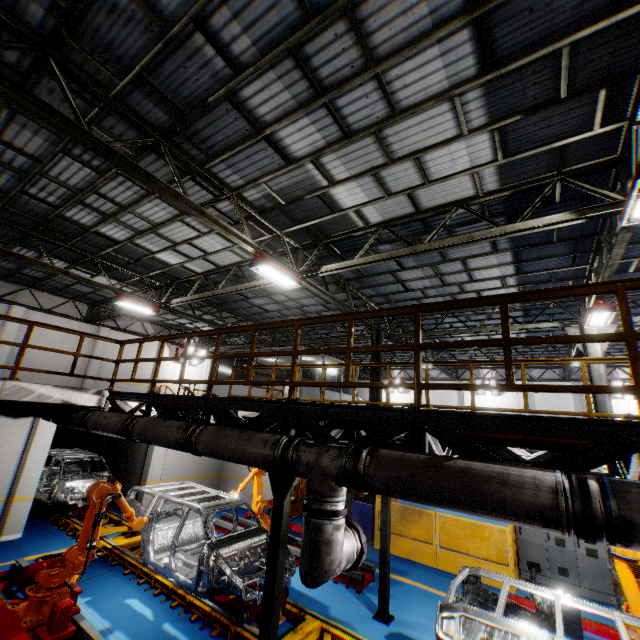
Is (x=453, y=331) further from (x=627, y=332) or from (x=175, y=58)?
(x=175, y=58)

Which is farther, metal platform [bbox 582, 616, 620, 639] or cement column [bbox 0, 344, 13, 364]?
cement column [bbox 0, 344, 13, 364]

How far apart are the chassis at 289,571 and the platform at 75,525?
0.0 meters

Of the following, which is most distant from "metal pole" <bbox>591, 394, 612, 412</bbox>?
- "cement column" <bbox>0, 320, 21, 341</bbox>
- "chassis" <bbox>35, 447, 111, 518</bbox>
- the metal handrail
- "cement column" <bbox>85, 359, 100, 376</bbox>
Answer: "cement column" <bbox>0, 320, 21, 341</bbox>

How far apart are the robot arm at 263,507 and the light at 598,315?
10.49m

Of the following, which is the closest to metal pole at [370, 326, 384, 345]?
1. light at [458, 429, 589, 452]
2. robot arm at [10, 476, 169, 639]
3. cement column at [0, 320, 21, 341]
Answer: robot arm at [10, 476, 169, 639]

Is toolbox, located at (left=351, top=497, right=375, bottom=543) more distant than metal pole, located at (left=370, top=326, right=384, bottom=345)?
No

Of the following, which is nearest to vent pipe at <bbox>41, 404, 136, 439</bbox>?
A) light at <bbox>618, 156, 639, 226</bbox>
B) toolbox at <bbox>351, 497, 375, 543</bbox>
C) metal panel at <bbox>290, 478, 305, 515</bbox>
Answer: metal panel at <bbox>290, 478, 305, 515</bbox>
